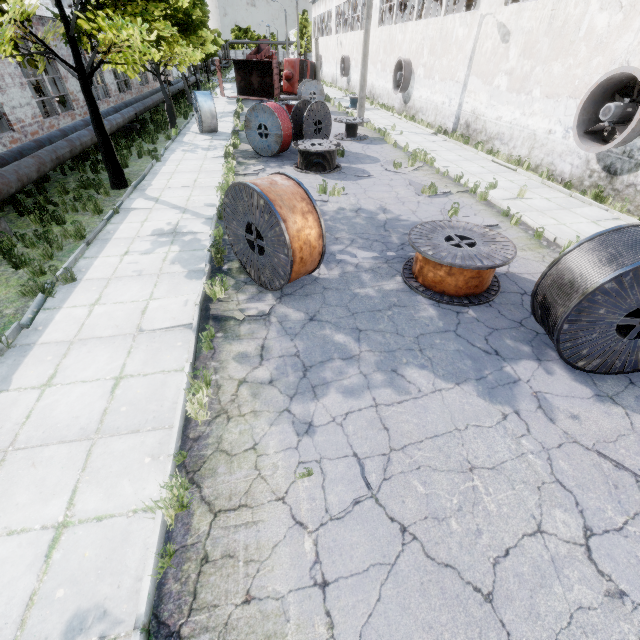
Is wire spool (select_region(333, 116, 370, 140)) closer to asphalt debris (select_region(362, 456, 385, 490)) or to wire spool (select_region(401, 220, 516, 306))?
wire spool (select_region(401, 220, 516, 306))

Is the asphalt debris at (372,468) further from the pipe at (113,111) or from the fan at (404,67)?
the fan at (404,67)

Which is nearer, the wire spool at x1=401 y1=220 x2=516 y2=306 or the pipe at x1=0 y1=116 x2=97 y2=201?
the wire spool at x1=401 y1=220 x2=516 y2=306

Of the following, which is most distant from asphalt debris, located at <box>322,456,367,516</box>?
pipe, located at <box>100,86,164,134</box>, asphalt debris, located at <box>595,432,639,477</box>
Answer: pipe, located at <box>100,86,164,134</box>

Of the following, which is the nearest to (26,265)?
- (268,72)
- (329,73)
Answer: (268,72)

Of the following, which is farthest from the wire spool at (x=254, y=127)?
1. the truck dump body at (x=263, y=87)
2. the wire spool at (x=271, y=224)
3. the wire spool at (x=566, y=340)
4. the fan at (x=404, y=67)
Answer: the truck dump body at (x=263, y=87)

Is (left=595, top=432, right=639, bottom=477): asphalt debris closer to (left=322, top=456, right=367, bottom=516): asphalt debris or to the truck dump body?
(left=322, top=456, right=367, bottom=516): asphalt debris

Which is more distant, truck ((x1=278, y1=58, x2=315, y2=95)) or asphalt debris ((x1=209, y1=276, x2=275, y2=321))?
truck ((x1=278, y1=58, x2=315, y2=95))
